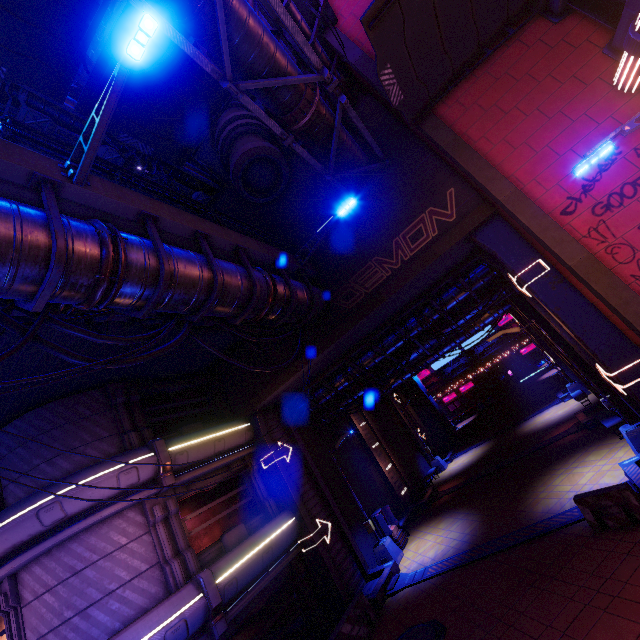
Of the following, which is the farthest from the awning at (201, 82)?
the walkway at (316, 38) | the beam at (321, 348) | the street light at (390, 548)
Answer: the street light at (390, 548)

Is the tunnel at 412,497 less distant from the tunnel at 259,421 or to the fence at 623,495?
the tunnel at 259,421

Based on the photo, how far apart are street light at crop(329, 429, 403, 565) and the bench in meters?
10.8 m

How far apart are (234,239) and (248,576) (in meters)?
11.78

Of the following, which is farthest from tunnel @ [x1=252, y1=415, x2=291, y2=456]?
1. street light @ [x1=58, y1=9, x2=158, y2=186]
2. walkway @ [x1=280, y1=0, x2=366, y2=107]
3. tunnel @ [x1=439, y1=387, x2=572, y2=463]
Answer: tunnel @ [x1=439, y1=387, x2=572, y2=463]

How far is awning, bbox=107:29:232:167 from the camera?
10.82m

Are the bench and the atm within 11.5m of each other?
yes

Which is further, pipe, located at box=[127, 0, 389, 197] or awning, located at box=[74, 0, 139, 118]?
awning, located at box=[74, 0, 139, 118]
